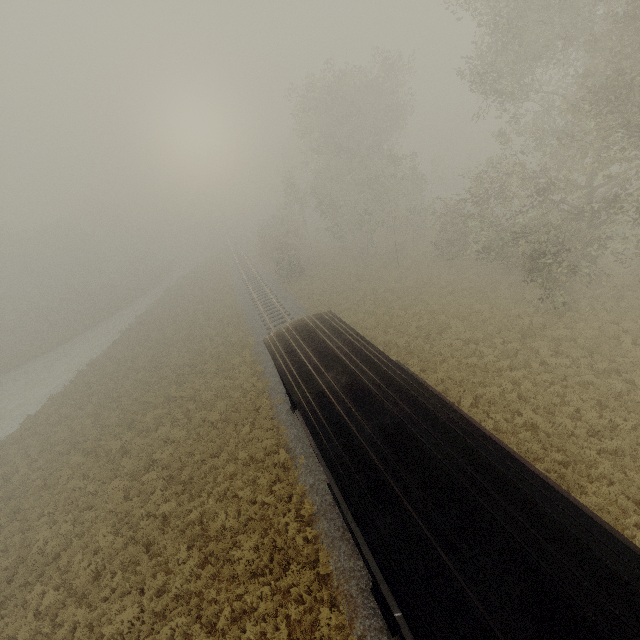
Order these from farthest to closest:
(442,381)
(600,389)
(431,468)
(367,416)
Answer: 1. (442,381)
2. (600,389)
3. (367,416)
4. (431,468)
